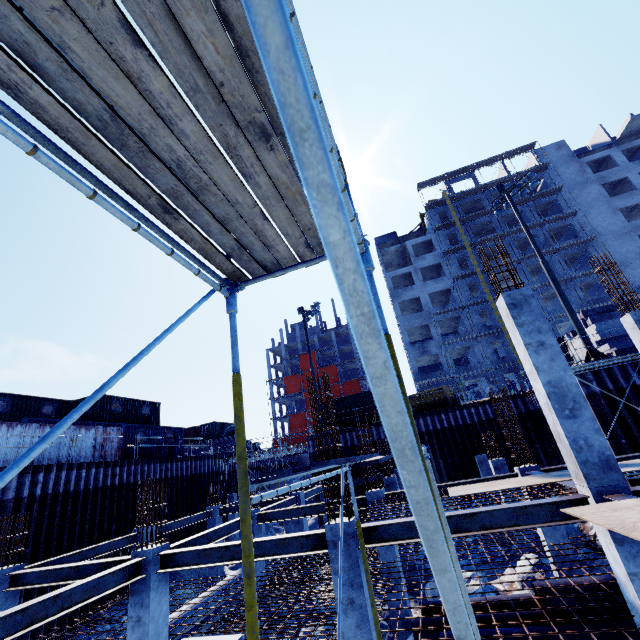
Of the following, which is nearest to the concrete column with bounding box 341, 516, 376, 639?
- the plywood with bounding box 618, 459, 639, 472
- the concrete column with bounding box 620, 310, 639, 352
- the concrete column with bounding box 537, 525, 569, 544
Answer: the plywood with bounding box 618, 459, 639, 472

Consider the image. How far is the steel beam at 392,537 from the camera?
6.5m

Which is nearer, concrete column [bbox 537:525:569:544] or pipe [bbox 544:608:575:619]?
pipe [bbox 544:608:575:619]

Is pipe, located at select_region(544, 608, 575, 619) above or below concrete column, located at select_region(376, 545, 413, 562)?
below

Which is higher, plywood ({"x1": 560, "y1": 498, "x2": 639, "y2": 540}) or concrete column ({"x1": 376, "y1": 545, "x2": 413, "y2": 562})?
plywood ({"x1": 560, "y1": 498, "x2": 639, "y2": 540})

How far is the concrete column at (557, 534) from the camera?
→ 9.3m

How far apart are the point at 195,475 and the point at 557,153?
57.4 meters

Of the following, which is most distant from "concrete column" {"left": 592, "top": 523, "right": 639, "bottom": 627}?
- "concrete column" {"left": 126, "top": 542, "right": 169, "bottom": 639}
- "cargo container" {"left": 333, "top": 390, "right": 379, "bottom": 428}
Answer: "cargo container" {"left": 333, "top": 390, "right": 379, "bottom": 428}
